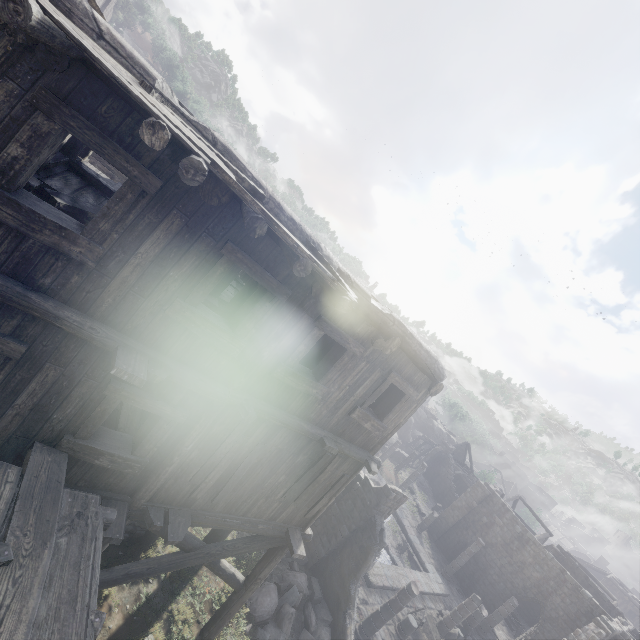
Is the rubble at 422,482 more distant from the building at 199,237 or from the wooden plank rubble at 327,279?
the wooden plank rubble at 327,279

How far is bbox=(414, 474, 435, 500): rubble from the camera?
37.6 meters

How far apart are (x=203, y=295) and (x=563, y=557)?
40.8m

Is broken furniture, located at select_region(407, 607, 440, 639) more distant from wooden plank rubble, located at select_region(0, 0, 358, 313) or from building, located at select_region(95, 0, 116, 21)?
wooden plank rubble, located at select_region(0, 0, 358, 313)

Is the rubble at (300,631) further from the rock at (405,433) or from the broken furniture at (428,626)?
the rock at (405,433)

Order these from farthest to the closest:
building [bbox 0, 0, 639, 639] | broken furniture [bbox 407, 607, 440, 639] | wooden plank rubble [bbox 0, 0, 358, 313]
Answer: broken furniture [bbox 407, 607, 440, 639] < building [bbox 0, 0, 639, 639] < wooden plank rubble [bbox 0, 0, 358, 313]

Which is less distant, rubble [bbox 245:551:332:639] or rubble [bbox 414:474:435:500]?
rubble [bbox 245:551:332:639]

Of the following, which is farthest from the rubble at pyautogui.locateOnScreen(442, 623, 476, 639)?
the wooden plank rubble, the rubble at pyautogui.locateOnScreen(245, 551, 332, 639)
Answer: the wooden plank rubble
